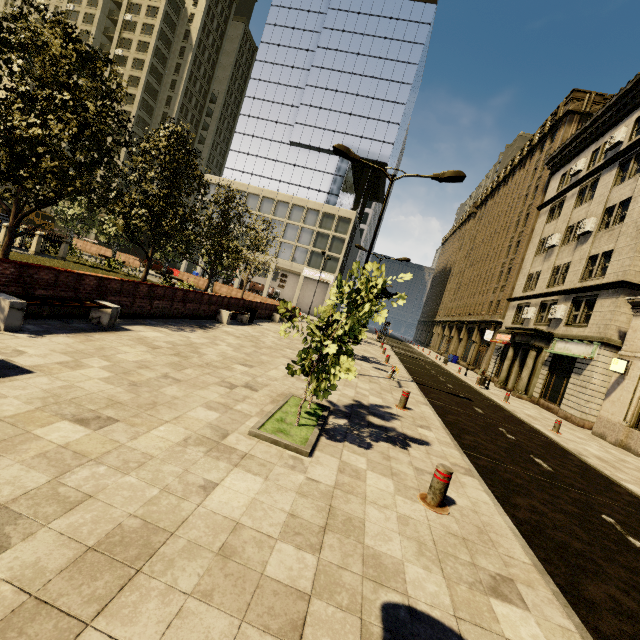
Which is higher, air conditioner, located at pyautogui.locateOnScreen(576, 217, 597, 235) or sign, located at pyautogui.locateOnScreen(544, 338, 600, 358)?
air conditioner, located at pyautogui.locateOnScreen(576, 217, 597, 235)

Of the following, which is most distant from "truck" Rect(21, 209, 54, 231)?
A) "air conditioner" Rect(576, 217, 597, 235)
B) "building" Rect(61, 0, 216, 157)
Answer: "air conditioner" Rect(576, 217, 597, 235)

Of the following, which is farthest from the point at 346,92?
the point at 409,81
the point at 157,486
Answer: the point at 157,486

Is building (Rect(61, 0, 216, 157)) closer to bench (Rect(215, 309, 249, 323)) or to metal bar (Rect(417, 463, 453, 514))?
bench (Rect(215, 309, 249, 323))

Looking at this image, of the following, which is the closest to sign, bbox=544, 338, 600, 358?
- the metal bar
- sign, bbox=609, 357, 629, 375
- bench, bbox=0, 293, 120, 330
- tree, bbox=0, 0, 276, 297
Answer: sign, bbox=609, 357, 629, 375

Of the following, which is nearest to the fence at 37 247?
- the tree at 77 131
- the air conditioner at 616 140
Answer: the tree at 77 131

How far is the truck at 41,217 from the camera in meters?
46.0

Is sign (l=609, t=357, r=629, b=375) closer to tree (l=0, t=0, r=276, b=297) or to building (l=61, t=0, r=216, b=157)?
tree (l=0, t=0, r=276, b=297)
